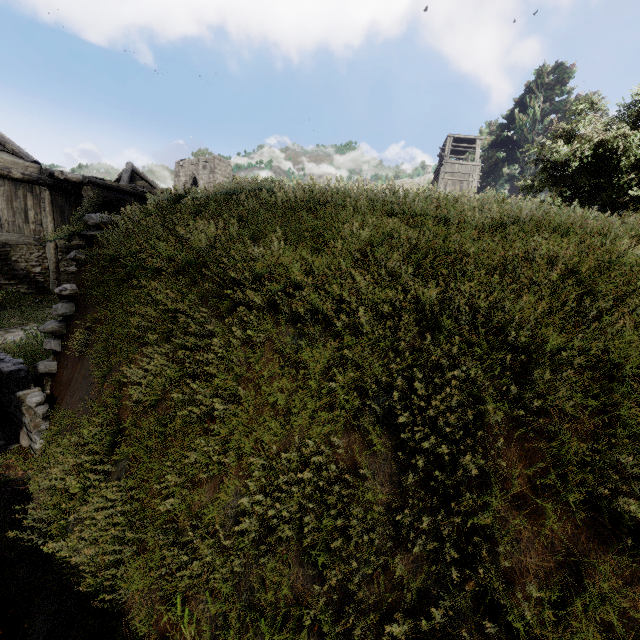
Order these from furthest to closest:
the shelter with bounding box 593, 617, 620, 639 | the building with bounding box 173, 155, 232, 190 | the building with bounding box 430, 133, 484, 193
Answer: the building with bounding box 173, 155, 232, 190 → the building with bounding box 430, 133, 484, 193 → the shelter with bounding box 593, 617, 620, 639

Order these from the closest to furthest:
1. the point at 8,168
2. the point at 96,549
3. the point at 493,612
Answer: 1. the point at 493,612
2. the point at 96,549
3. the point at 8,168

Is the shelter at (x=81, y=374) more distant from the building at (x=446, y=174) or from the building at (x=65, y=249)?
the building at (x=446, y=174)

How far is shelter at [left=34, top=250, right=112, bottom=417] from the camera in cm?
338

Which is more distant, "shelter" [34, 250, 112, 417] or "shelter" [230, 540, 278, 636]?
"shelter" [34, 250, 112, 417]

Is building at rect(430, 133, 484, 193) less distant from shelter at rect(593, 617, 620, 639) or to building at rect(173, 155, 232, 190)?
shelter at rect(593, 617, 620, 639)
